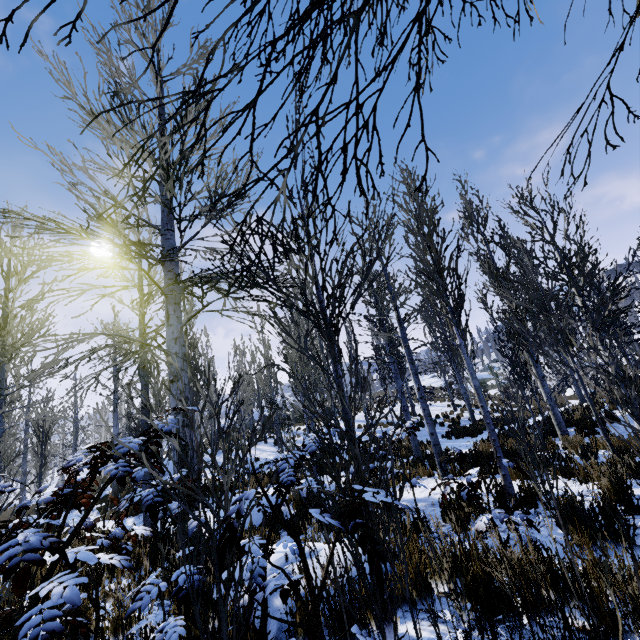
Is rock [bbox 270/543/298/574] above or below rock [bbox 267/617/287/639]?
above

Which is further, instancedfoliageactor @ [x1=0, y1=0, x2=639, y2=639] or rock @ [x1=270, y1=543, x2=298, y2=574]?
rock @ [x1=270, y1=543, x2=298, y2=574]

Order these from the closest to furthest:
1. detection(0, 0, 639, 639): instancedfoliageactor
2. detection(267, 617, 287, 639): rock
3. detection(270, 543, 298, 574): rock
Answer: detection(0, 0, 639, 639): instancedfoliageactor
detection(267, 617, 287, 639): rock
detection(270, 543, 298, 574): rock

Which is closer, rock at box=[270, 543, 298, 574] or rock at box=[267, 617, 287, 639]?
rock at box=[267, 617, 287, 639]

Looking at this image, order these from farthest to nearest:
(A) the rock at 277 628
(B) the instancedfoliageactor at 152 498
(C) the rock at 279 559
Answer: (C) the rock at 279 559 → (A) the rock at 277 628 → (B) the instancedfoliageactor at 152 498

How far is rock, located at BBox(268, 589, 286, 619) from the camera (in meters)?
2.38

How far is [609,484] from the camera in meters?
4.7

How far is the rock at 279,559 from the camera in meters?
2.8
